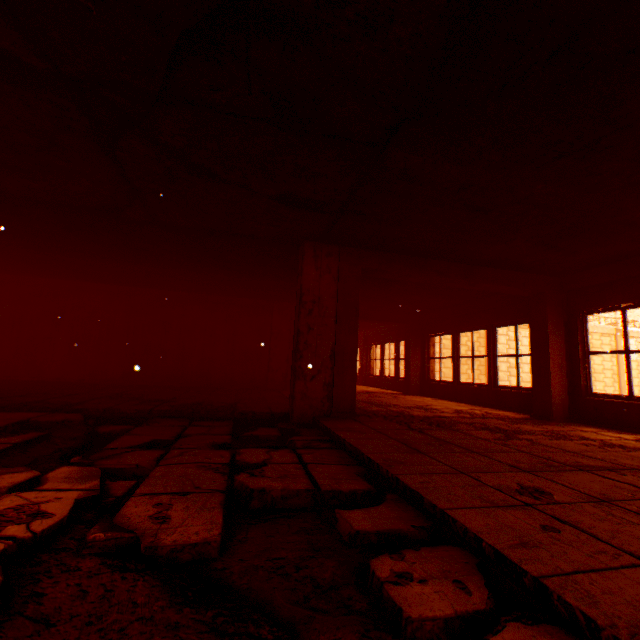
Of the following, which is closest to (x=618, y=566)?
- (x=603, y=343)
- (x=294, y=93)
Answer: (x=294, y=93)

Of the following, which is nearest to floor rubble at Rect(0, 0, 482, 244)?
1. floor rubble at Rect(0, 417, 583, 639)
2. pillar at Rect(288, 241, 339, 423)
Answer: pillar at Rect(288, 241, 339, 423)

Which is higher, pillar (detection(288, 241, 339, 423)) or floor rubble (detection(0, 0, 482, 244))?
floor rubble (detection(0, 0, 482, 244))

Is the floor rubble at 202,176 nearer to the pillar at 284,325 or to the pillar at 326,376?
the pillar at 326,376

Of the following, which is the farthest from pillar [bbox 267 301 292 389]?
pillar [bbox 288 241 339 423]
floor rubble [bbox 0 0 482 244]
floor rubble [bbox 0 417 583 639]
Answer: floor rubble [bbox 0 417 583 639]

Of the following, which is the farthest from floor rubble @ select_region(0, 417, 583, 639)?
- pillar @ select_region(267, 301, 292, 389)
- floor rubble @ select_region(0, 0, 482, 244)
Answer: pillar @ select_region(267, 301, 292, 389)

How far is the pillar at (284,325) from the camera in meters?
9.5 m

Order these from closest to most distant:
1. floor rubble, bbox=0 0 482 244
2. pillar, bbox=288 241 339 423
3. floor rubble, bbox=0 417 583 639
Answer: floor rubble, bbox=0 417 583 639
floor rubble, bbox=0 0 482 244
pillar, bbox=288 241 339 423
